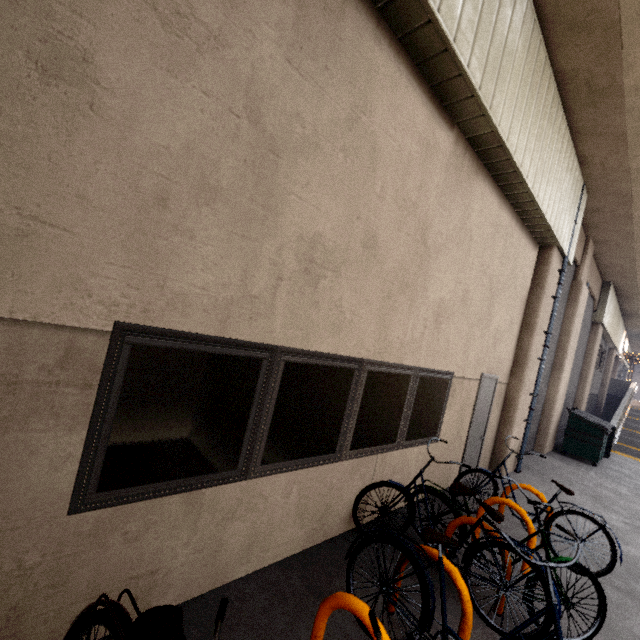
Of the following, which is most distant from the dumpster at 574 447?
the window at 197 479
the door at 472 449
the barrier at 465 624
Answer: the barrier at 465 624

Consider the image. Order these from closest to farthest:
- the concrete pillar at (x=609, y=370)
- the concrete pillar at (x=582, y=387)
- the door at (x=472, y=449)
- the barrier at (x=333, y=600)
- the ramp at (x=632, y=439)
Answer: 1. the barrier at (x=333, y=600)
2. the door at (x=472, y=449)
3. the ramp at (x=632, y=439)
4. the concrete pillar at (x=582, y=387)
5. the concrete pillar at (x=609, y=370)

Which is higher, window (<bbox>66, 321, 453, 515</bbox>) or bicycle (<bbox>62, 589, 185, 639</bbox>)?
window (<bbox>66, 321, 453, 515</bbox>)

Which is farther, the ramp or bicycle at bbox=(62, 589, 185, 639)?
the ramp

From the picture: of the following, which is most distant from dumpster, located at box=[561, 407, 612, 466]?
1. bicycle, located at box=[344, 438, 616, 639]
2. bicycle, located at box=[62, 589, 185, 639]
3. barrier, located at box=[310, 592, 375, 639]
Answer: bicycle, located at box=[62, 589, 185, 639]

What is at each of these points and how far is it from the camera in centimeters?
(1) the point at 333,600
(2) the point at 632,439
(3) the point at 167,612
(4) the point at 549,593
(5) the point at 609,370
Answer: (1) barrier, 205cm
(2) ramp, 1494cm
(3) bicycle, 144cm
(4) bicycle, 208cm
(5) concrete pillar, 2088cm

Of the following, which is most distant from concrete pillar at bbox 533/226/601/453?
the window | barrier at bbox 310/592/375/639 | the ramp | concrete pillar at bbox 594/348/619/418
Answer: concrete pillar at bbox 594/348/619/418

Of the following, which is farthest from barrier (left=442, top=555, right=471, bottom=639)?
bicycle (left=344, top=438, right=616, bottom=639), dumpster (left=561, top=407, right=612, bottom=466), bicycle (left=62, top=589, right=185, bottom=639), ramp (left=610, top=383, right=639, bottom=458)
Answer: ramp (left=610, top=383, right=639, bottom=458)
